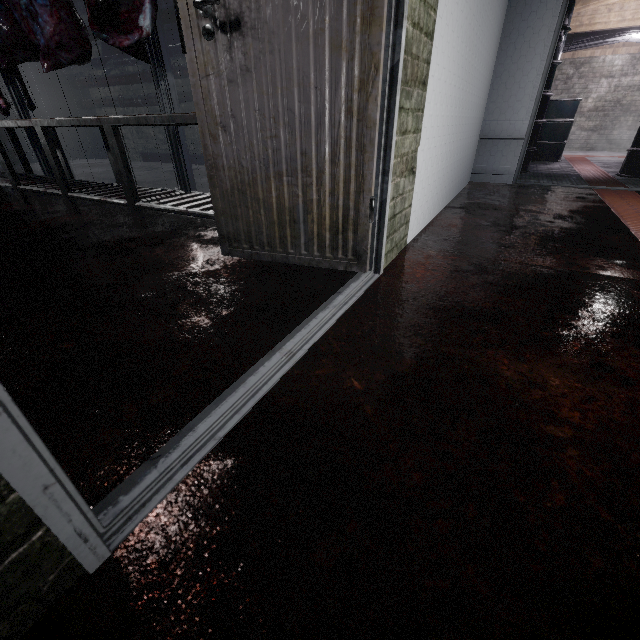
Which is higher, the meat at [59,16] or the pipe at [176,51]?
the pipe at [176,51]

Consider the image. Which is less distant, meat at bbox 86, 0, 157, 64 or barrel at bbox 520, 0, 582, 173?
meat at bbox 86, 0, 157, 64

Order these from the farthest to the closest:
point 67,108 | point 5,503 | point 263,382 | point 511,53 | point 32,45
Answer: point 67,108, point 511,53, point 32,45, point 263,382, point 5,503

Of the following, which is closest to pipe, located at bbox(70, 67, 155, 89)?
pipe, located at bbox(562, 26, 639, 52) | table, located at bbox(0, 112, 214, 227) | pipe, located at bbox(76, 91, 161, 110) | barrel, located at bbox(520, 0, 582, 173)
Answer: pipe, located at bbox(76, 91, 161, 110)

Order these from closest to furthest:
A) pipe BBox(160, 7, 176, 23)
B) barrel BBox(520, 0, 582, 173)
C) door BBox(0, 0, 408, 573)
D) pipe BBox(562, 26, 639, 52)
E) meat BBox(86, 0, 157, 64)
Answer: door BBox(0, 0, 408, 573) → meat BBox(86, 0, 157, 64) → barrel BBox(520, 0, 582, 173) → pipe BBox(160, 7, 176, 23) → pipe BBox(562, 26, 639, 52)

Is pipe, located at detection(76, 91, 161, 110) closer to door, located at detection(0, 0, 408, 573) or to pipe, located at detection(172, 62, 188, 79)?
pipe, located at detection(172, 62, 188, 79)

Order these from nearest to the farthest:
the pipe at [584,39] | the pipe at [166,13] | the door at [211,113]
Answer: the door at [211,113], the pipe at [166,13], the pipe at [584,39]

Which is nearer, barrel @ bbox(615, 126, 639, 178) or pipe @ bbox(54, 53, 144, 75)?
barrel @ bbox(615, 126, 639, 178)
